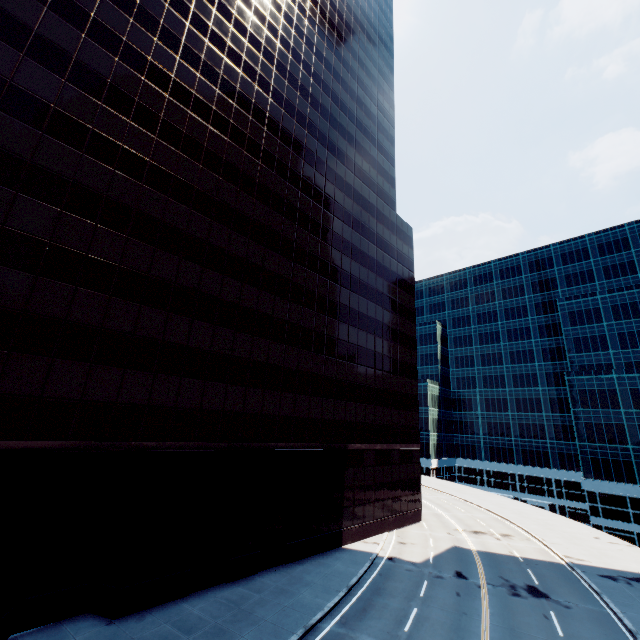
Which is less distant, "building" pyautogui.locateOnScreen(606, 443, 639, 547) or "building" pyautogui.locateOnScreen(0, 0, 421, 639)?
"building" pyautogui.locateOnScreen(0, 0, 421, 639)

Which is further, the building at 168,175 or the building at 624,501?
the building at 624,501

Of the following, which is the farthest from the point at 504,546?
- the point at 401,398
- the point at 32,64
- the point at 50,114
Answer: the point at 32,64
